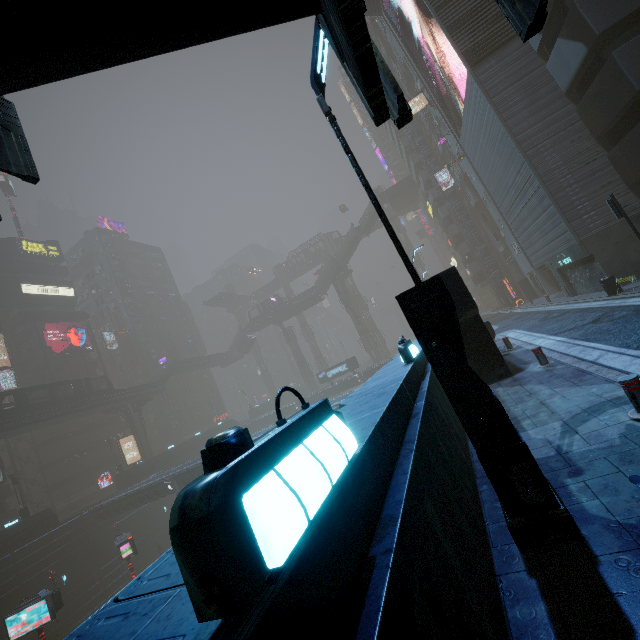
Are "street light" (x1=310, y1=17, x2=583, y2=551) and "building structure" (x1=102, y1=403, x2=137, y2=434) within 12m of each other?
no

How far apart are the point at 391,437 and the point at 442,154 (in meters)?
47.64

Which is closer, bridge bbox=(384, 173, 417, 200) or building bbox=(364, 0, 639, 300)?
building bbox=(364, 0, 639, 300)

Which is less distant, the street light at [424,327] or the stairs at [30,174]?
the stairs at [30,174]

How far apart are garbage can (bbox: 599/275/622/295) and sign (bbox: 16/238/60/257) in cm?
7328

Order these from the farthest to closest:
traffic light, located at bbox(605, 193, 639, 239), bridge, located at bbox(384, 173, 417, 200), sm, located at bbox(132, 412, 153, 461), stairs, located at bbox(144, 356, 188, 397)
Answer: bridge, located at bbox(384, 173, 417, 200) < stairs, located at bbox(144, 356, 188, 397) < sm, located at bbox(132, 412, 153, 461) < traffic light, located at bbox(605, 193, 639, 239)

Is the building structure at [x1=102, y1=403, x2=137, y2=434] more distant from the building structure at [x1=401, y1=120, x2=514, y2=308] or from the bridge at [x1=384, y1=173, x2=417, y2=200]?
the bridge at [x1=384, y1=173, x2=417, y2=200]

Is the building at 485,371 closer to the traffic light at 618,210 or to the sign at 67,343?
the sign at 67,343
